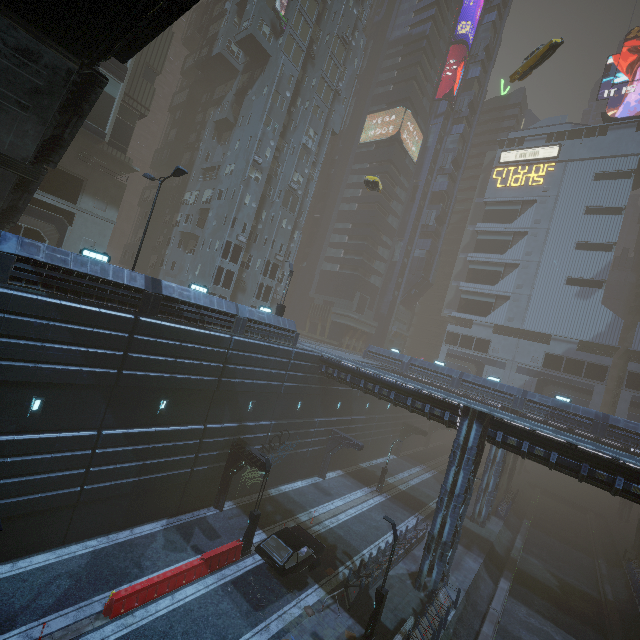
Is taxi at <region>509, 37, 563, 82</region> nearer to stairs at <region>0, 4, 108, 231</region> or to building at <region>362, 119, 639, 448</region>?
building at <region>362, 119, 639, 448</region>

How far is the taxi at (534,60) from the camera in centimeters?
2803cm

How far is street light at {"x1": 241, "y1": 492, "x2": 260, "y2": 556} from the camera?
18.69m

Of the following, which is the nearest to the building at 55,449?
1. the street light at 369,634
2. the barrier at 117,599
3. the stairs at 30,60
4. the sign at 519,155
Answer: the sign at 519,155

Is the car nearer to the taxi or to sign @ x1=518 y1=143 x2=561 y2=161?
the taxi

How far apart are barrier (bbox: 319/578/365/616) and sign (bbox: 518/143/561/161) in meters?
69.5

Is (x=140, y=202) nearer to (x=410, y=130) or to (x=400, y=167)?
(x=400, y=167)

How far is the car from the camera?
16.4 meters
